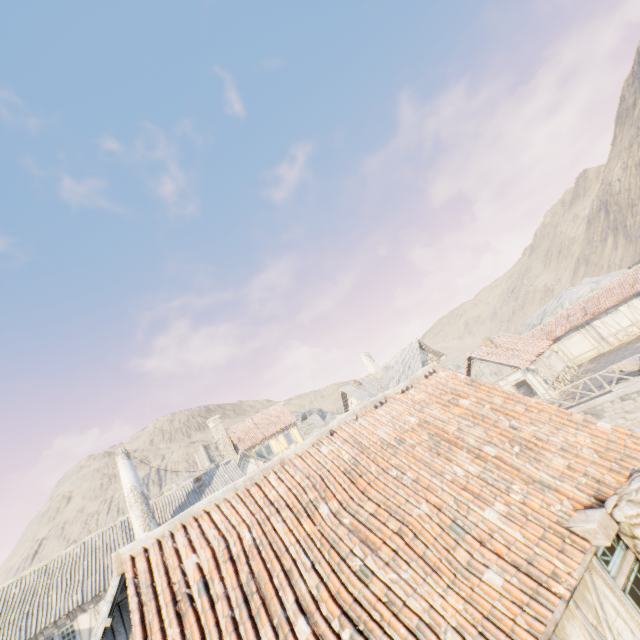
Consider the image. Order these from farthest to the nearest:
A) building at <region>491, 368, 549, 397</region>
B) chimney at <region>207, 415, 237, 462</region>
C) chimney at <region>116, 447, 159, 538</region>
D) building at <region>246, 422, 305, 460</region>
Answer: chimney at <region>207, 415, 237, 462</region> → building at <region>246, 422, 305, 460</region> → building at <region>491, 368, 549, 397</region> → chimney at <region>116, 447, 159, 538</region>

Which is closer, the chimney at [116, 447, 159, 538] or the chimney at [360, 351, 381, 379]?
the chimney at [116, 447, 159, 538]

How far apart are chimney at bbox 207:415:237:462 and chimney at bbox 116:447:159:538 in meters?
14.4

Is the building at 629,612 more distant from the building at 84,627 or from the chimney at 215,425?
the chimney at 215,425

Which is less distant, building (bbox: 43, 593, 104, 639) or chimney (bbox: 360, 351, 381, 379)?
building (bbox: 43, 593, 104, 639)

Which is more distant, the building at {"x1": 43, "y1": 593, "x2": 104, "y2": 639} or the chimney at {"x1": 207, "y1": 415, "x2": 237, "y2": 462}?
the chimney at {"x1": 207, "y1": 415, "x2": 237, "y2": 462}

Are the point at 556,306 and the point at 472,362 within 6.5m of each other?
no

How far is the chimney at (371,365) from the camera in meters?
36.4
